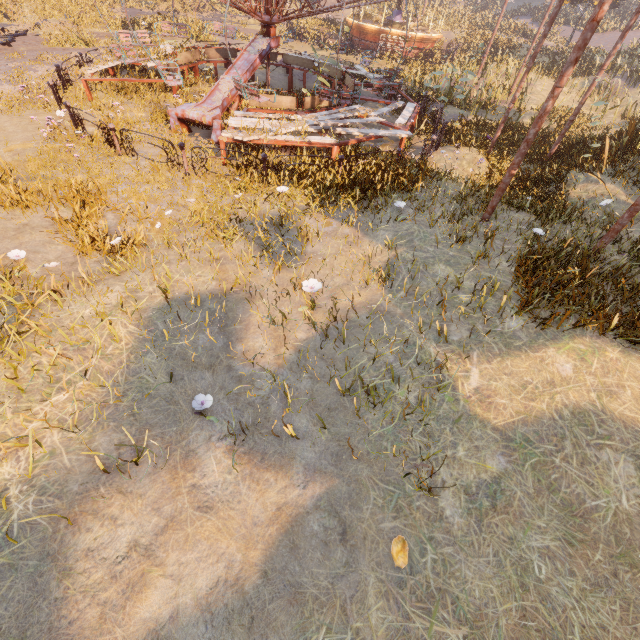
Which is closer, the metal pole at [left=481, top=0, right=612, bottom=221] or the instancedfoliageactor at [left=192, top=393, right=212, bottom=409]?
the instancedfoliageactor at [left=192, top=393, right=212, bottom=409]

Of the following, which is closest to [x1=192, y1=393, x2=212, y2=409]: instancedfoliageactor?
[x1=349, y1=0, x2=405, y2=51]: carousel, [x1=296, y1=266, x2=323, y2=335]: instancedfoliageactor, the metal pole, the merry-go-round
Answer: [x1=296, y1=266, x2=323, y2=335]: instancedfoliageactor

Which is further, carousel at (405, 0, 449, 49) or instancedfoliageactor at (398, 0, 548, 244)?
carousel at (405, 0, 449, 49)

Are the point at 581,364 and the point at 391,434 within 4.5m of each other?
yes

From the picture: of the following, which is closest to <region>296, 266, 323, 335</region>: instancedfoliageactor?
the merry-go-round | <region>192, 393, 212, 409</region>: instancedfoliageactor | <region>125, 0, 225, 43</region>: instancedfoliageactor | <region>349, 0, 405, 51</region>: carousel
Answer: <region>192, 393, 212, 409</region>: instancedfoliageactor

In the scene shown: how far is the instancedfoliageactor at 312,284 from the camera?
4.9m

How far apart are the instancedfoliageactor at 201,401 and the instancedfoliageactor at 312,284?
2.1 meters

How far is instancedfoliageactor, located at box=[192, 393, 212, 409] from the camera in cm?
365
